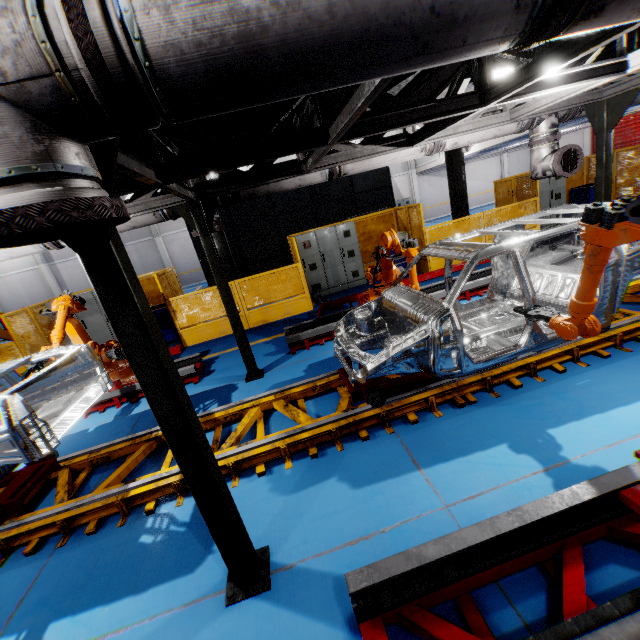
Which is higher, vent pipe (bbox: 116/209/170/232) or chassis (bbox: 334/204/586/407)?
vent pipe (bbox: 116/209/170/232)

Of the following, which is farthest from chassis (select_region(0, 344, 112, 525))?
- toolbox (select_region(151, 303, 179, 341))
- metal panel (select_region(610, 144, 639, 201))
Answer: toolbox (select_region(151, 303, 179, 341))

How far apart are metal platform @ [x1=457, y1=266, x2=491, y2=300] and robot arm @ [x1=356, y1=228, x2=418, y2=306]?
0.01m

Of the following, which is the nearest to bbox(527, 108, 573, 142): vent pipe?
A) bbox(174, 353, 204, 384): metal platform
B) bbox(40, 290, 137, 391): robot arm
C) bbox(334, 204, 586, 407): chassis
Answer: bbox(40, 290, 137, 391): robot arm

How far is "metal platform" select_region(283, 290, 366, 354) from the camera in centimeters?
696cm

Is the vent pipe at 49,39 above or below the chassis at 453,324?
above

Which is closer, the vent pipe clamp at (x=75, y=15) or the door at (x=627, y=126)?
the vent pipe clamp at (x=75, y=15)

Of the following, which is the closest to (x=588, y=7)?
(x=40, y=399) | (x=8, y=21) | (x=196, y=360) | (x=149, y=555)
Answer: (x=8, y=21)
